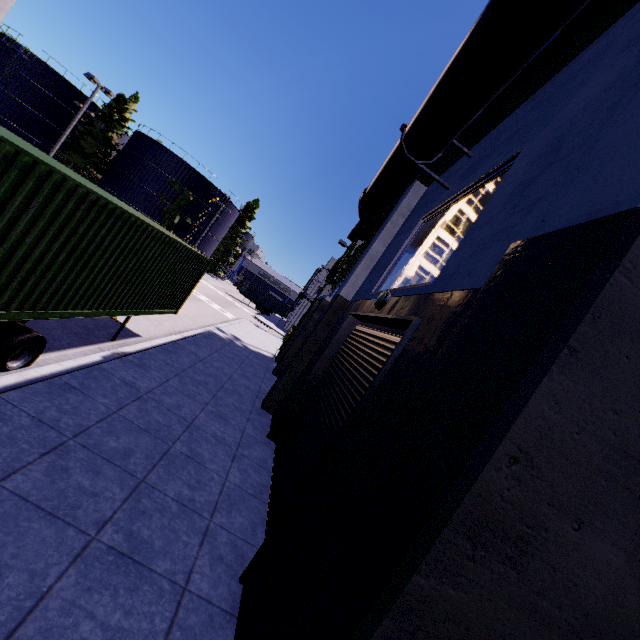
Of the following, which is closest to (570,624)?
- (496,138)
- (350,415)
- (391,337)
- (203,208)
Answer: (350,415)

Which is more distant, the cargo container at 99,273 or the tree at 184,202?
the tree at 184,202

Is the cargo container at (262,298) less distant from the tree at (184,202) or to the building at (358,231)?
the tree at (184,202)

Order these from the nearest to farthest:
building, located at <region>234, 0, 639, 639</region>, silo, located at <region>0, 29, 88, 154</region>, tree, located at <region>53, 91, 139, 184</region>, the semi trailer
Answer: building, located at <region>234, 0, 639, 639</region> < the semi trailer < silo, located at <region>0, 29, 88, 154</region> < tree, located at <region>53, 91, 139, 184</region>

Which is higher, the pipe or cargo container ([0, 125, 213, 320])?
the pipe

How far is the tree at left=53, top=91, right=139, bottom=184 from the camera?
42.8 meters

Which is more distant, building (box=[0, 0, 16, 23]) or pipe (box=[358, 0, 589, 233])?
building (box=[0, 0, 16, 23])

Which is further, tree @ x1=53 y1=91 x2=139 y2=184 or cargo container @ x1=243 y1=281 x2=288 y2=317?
cargo container @ x1=243 y1=281 x2=288 y2=317
